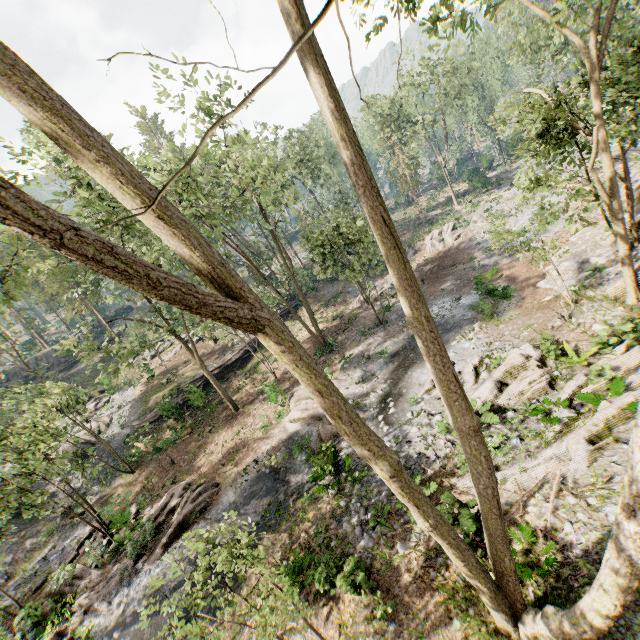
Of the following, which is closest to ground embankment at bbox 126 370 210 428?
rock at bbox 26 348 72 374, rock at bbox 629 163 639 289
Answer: rock at bbox 629 163 639 289

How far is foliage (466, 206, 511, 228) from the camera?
15.2 meters

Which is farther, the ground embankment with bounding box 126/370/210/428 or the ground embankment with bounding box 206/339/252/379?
the ground embankment with bounding box 206/339/252/379

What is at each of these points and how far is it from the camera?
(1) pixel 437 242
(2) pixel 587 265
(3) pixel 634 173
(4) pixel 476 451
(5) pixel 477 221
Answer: (1) foliage, 34.0m
(2) rock, 17.1m
(3) rock, 23.0m
(4) foliage, 4.9m
(5) foliage, 33.9m

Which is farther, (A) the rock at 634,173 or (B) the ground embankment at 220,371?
(B) the ground embankment at 220,371

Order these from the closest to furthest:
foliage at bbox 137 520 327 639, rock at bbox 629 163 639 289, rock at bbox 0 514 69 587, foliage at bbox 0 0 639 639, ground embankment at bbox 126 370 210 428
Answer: foliage at bbox 0 0 639 639 → foliage at bbox 137 520 327 639 → rock at bbox 629 163 639 289 → rock at bbox 0 514 69 587 → ground embankment at bbox 126 370 210 428

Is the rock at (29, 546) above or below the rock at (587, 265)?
below

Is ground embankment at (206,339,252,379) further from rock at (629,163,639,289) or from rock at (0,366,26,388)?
rock at (0,366,26,388)
